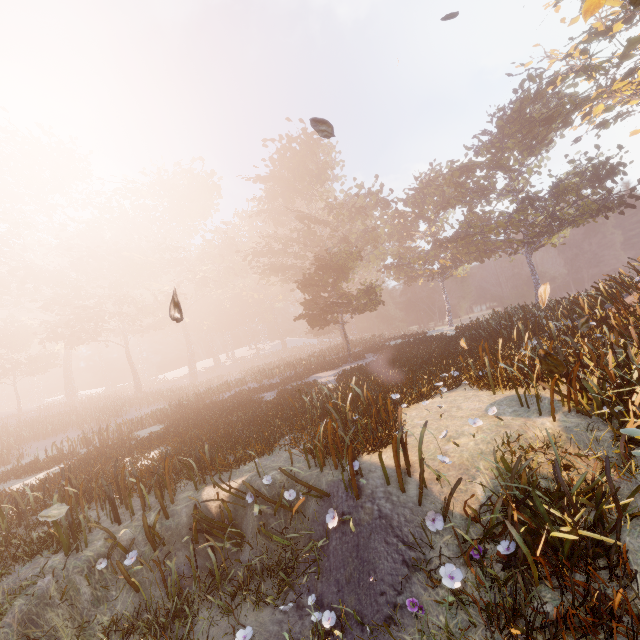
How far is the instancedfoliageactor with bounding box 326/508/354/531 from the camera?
4.85m

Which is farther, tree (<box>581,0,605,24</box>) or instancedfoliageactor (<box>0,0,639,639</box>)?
tree (<box>581,0,605,24</box>)

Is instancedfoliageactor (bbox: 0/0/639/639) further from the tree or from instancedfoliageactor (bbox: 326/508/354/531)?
the tree

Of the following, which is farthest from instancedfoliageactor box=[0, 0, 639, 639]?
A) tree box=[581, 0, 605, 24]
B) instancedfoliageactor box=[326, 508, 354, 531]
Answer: tree box=[581, 0, 605, 24]

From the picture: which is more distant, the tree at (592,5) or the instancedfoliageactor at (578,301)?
the tree at (592,5)

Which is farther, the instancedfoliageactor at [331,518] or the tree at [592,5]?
the tree at [592,5]

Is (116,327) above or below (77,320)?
above

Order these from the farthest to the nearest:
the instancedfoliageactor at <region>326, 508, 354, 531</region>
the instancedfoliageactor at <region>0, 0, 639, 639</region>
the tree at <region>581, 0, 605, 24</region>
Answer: the tree at <region>581, 0, 605, 24</region> < the instancedfoliageactor at <region>326, 508, 354, 531</region> < the instancedfoliageactor at <region>0, 0, 639, 639</region>
